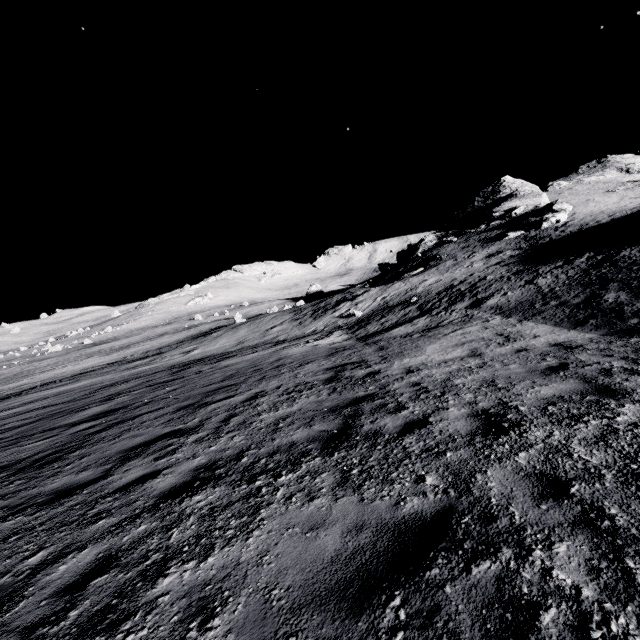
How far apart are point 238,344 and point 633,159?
77.47m
